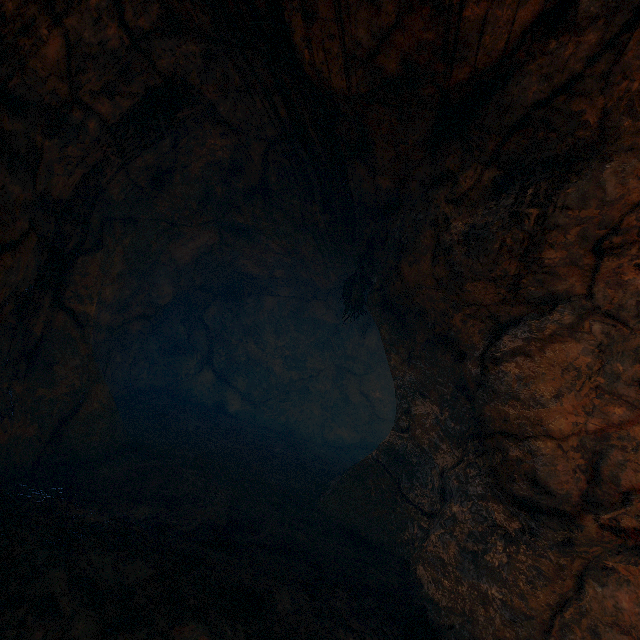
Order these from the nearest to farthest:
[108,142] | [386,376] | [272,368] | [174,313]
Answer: [108,142], [174,313], [272,368], [386,376]
